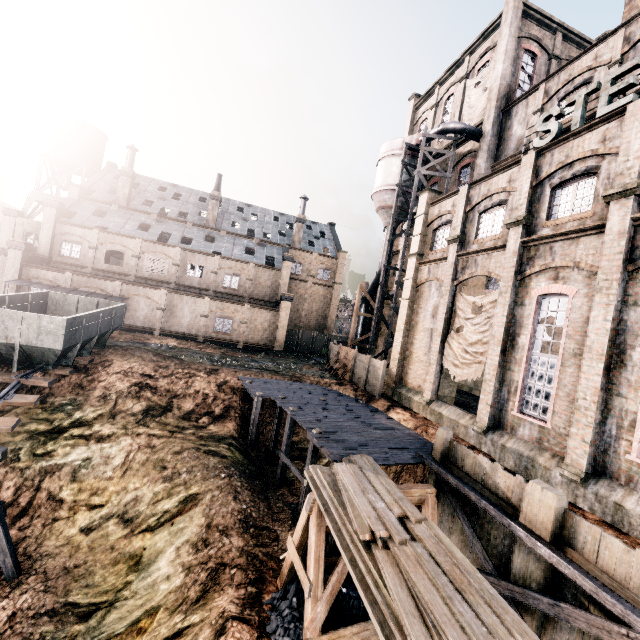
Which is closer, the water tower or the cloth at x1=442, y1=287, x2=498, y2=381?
the cloth at x1=442, y1=287, x2=498, y2=381

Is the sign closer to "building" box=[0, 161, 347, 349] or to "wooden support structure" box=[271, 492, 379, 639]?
"building" box=[0, 161, 347, 349]

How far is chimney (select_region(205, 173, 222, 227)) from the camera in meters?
44.9

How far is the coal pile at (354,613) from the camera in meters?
9.8 m

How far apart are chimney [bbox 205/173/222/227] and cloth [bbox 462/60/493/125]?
31.0 meters

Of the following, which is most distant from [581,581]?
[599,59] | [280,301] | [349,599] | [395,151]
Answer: [280,301]

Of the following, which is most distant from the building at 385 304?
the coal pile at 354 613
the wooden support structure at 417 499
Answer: the coal pile at 354 613

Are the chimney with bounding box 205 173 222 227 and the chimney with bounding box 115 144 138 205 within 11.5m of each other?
yes
